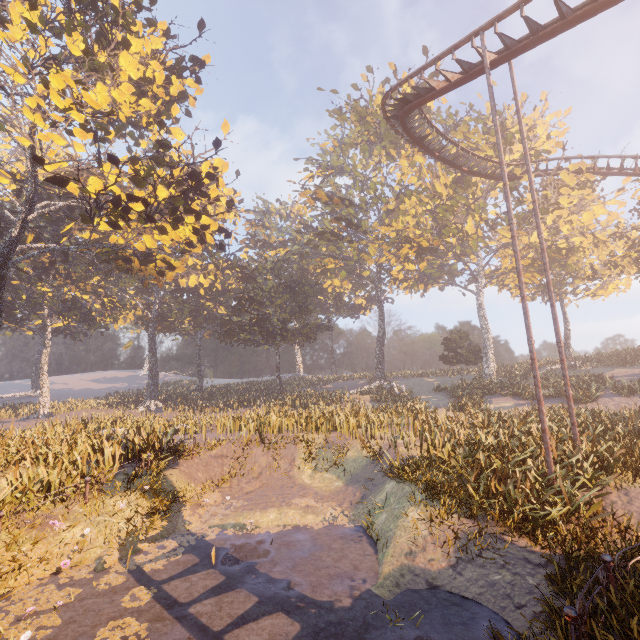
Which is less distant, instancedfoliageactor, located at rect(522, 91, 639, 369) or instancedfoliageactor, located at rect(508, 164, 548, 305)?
instancedfoliageactor, located at rect(522, 91, 639, 369)

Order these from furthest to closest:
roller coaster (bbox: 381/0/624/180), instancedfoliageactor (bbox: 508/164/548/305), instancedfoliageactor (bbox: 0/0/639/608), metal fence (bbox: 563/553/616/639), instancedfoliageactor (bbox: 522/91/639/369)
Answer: instancedfoliageactor (bbox: 508/164/548/305) → instancedfoliageactor (bbox: 522/91/639/369) → roller coaster (bbox: 381/0/624/180) → instancedfoliageactor (bbox: 0/0/639/608) → metal fence (bbox: 563/553/616/639)

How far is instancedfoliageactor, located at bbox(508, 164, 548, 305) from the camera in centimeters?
3159cm

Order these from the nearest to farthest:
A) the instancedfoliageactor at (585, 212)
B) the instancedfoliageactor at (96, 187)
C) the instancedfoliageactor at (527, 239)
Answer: the instancedfoliageactor at (96, 187) < the instancedfoliageactor at (585, 212) < the instancedfoliageactor at (527, 239)

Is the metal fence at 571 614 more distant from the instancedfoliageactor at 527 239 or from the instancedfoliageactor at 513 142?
the instancedfoliageactor at 513 142

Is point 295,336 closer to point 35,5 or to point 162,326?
point 162,326

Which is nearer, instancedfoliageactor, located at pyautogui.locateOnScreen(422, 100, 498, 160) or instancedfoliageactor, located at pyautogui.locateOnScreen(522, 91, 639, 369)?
instancedfoliageactor, located at pyautogui.locateOnScreen(522, 91, 639, 369)

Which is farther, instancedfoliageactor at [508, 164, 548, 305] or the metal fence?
instancedfoliageactor at [508, 164, 548, 305]
